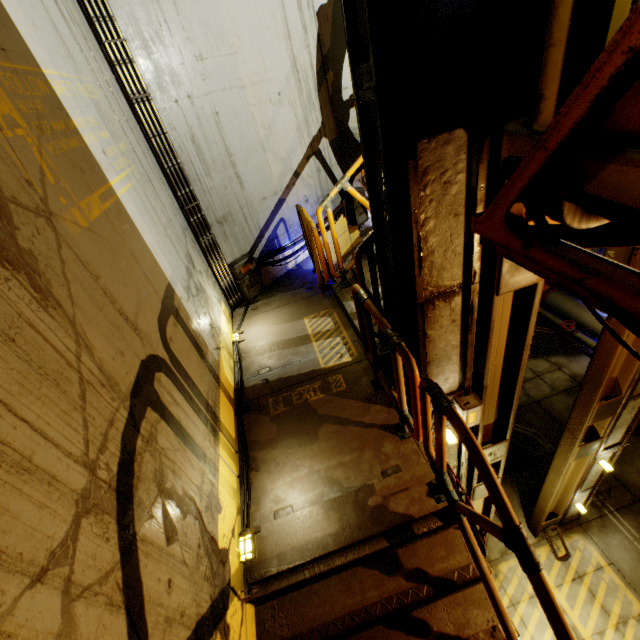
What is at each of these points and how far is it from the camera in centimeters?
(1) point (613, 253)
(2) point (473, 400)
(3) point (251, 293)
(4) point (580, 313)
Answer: (1) pipe, 1024cm
(2) cable, 344cm
(3) cable, 621cm
(4) pipe, 1109cm

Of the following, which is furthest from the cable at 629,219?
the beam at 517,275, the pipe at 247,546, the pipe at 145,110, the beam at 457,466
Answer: the pipe at 145,110

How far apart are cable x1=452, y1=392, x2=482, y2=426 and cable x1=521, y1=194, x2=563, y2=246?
2.36m

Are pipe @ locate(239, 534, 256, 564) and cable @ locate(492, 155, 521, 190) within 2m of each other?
no

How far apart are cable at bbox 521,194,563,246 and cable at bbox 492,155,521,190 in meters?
0.1 m

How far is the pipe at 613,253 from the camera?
10.0m

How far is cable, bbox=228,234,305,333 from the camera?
5.88m

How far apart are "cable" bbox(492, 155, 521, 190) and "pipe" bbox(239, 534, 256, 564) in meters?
3.3
